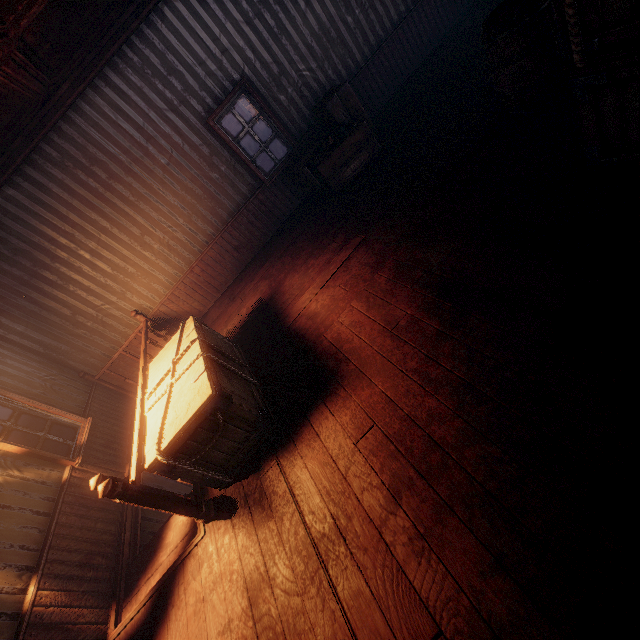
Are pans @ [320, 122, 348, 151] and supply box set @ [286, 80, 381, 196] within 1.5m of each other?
yes

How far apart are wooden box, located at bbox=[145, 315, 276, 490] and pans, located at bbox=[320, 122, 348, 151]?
3.71m

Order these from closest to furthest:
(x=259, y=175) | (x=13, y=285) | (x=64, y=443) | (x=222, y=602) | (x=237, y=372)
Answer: (x=222, y=602), (x=237, y=372), (x=64, y=443), (x=13, y=285), (x=259, y=175)

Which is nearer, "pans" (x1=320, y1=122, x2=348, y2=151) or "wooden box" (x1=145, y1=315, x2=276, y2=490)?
"wooden box" (x1=145, y1=315, x2=276, y2=490)

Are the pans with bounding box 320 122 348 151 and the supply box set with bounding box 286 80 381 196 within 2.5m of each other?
yes

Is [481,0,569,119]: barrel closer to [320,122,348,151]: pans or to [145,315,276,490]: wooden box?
[320,122,348,151]: pans

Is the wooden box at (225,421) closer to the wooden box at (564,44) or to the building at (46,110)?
the building at (46,110)

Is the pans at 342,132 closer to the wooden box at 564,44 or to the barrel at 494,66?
the barrel at 494,66
